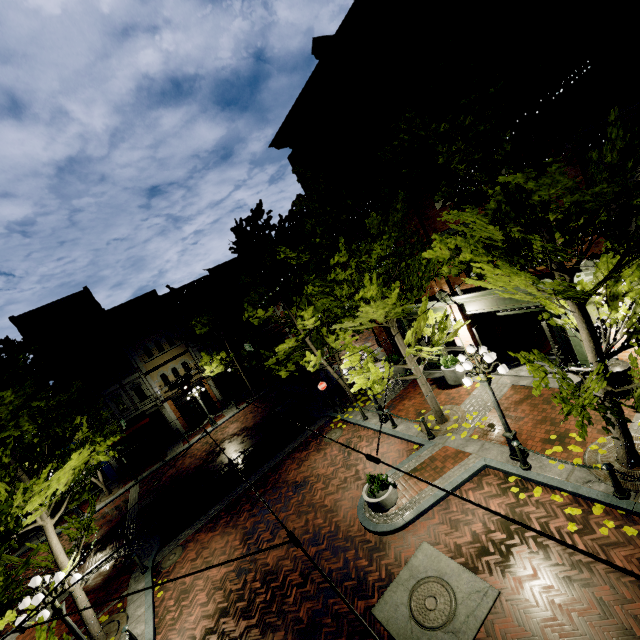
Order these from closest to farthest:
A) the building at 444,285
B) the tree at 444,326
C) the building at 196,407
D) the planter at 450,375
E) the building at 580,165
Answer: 1. the building at 580,165
2. the tree at 444,326
3. the building at 444,285
4. the planter at 450,375
5. the building at 196,407

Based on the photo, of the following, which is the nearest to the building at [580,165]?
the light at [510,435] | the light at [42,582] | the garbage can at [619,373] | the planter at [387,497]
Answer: the garbage can at [619,373]

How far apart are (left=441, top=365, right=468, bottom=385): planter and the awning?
23.0 meters

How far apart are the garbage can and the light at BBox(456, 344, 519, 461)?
3.2m

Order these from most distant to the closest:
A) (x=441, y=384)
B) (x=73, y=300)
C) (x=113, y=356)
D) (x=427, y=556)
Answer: (x=113, y=356), (x=73, y=300), (x=441, y=384), (x=427, y=556)

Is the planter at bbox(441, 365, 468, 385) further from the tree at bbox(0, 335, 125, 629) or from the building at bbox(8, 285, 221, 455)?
the building at bbox(8, 285, 221, 455)

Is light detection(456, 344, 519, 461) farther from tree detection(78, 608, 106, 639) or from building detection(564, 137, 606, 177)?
building detection(564, 137, 606, 177)

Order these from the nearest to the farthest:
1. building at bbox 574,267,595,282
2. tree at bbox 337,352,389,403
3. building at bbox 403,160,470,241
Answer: building at bbox 574,267,595,282, tree at bbox 337,352,389,403, building at bbox 403,160,470,241
